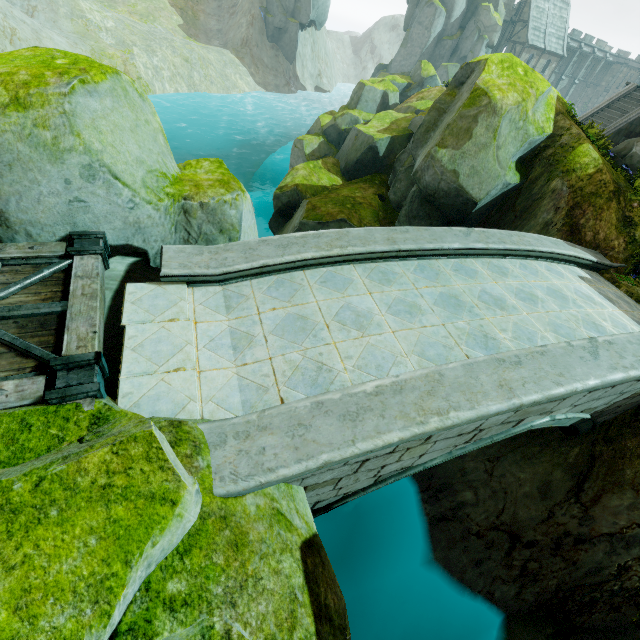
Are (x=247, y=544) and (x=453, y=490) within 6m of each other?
no

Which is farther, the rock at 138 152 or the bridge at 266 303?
the rock at 138 152

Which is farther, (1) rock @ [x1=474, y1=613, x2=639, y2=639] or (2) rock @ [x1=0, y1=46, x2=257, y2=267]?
(1) rock @ [x1=474, y1=613, x2=639, y2=639]

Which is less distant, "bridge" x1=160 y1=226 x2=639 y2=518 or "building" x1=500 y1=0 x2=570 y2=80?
"bridge" x1=160 y1=226 x2=639 y2=518

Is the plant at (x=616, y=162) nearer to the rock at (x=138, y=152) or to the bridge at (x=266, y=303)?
the rock at (x=138, y=152)

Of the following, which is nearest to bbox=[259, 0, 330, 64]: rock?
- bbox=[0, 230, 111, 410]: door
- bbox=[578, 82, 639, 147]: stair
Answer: bbox=[0, 230, 111, 410]: door

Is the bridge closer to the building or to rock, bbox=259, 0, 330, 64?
rock, bbox=259, 0, 330, 64

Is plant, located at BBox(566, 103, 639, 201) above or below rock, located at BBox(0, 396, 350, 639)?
above
